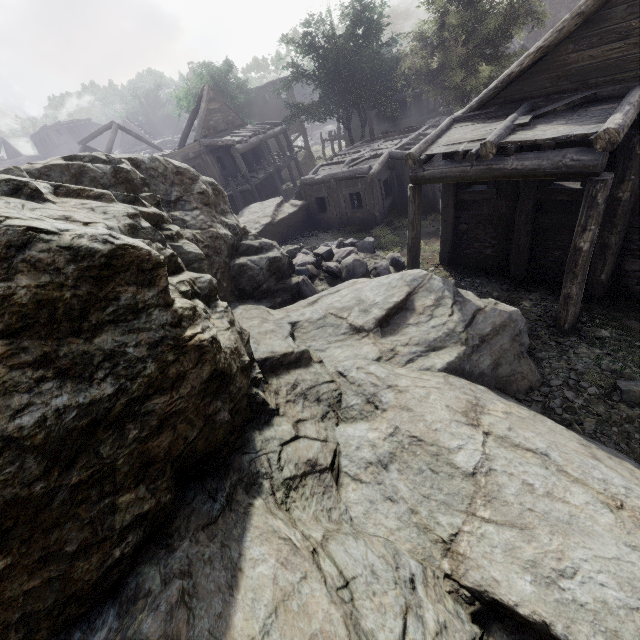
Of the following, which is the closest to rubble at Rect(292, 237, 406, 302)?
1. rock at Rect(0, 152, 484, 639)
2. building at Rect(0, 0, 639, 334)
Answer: rock at Rect(0, 152, 484, 639)

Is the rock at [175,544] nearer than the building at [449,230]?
Yes

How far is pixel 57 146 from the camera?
51.1m

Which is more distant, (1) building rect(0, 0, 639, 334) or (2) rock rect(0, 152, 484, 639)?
(1) building rect(0, 0, 639, 334)

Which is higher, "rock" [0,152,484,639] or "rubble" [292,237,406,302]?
"rock" [0,152,484,639]

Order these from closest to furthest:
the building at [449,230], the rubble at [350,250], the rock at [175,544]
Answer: the rock at [175,544], the building at [449,230], the rubble at [350,250]

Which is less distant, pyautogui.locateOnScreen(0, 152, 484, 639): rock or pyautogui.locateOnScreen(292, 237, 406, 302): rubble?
pyautogui.locateOnScreen(0, 152, 484, 639): rock
